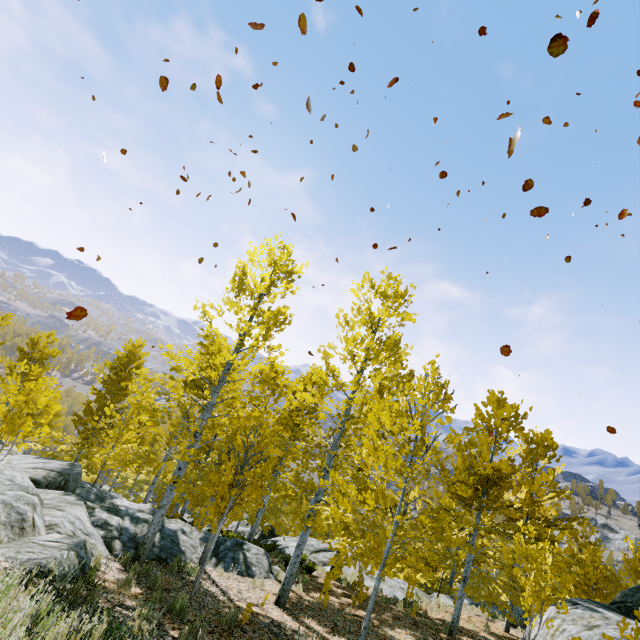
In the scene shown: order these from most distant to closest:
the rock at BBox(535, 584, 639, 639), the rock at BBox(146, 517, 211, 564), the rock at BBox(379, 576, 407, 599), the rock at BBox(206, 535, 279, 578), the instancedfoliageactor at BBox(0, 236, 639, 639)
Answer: the rock at BBox(379, 576, 407, 599) → the rock at BBox(206, 535, 279, 578) → the rock at BBox(146, 517, 211, 564) → the rock at BBox(535, 584, 639, 639) → the instancedfoliageactor at BBox(0, 236, 639, 639)

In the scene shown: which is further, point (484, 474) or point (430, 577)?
point (484, 474)

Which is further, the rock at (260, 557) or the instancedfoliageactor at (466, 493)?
the rock at (260, 557)

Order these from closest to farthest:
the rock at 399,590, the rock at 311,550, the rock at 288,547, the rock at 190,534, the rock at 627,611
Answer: the rock at 627,611
the rock at 190,534
the rock at 399,590
the rock at 311,550
the rock at 288,547

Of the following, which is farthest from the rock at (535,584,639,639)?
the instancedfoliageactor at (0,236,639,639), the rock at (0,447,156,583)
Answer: the rock at (0,447,156,583)

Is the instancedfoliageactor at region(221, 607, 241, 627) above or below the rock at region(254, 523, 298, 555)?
above

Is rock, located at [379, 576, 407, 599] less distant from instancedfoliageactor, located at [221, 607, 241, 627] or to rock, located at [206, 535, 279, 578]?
instancedfoliageactor, located at [221, 607, 241, 627]
